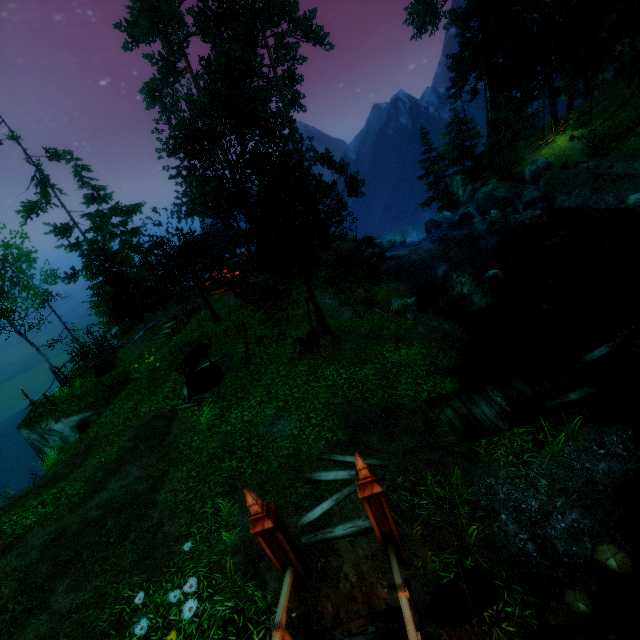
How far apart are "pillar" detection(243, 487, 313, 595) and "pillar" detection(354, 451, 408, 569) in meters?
1.2 m

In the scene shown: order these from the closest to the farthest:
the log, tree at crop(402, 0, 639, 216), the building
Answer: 1. the log
2. the building
3. tree at crop(402, 0, 639, 216)

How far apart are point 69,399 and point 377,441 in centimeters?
1646cm

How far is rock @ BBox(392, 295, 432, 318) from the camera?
14.5m

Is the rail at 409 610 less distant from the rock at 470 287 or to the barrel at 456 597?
the barrel at 456 597

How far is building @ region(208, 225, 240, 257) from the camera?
23.06m

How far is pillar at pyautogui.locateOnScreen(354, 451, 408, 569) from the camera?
4.4 meters

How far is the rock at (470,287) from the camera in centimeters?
1423cm
